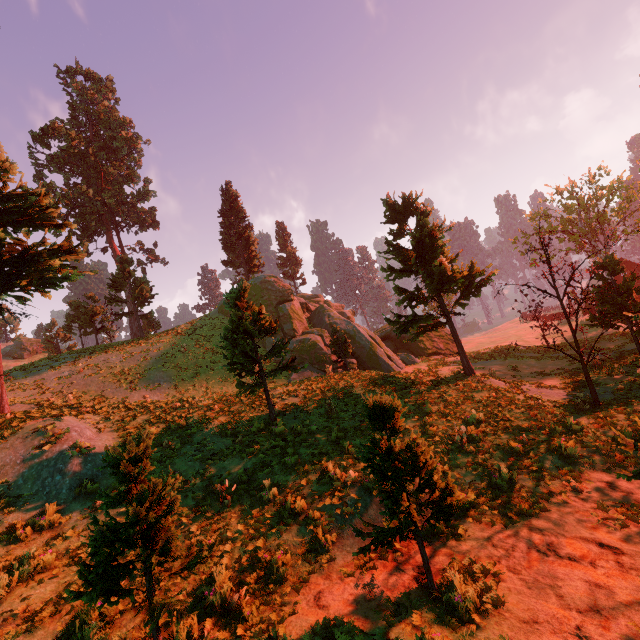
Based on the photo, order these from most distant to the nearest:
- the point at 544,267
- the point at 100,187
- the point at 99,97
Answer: the point at 99,97 < the point at 100,187 < the point at 544,267

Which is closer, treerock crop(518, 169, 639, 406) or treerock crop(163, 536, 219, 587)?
treerock crop(163, 536, 219, 587)

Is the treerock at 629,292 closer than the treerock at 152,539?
No

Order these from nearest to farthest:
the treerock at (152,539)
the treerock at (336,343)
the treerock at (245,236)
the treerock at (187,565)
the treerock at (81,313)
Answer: the treerock at (152,539)
the treerock at (187,565)
the treerock at (245,236)
the treerock at (81,313)
the treerock at (336,343)

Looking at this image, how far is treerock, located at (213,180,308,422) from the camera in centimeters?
1296cm
